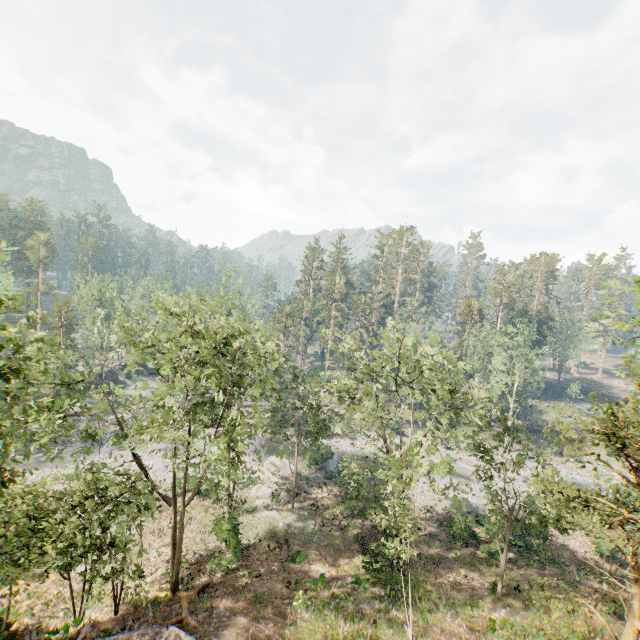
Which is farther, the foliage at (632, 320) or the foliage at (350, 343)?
the foliage at (350, 343)

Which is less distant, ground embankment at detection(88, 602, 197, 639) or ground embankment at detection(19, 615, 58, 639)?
ground embankment at detection(88, 602, 197, 639)

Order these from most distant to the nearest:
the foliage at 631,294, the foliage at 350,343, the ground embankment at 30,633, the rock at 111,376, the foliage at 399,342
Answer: the rock at 111,376, the foliage at 350,343, the ground embankment at 30,633, the foliage at 631,294, the foliage at 399,342

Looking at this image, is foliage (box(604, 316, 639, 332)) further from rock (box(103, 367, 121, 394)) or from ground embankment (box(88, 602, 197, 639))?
rock (box(103, 367, 121, 394))

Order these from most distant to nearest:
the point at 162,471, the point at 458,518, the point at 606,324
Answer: the point at 162,471 < the point at 458,518 < the point at 606,324

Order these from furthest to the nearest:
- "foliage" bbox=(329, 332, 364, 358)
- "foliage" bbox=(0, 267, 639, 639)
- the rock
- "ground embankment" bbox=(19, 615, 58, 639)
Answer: the rock → "foliage" bbox=(329, 332, 364, 358) → "ground embankment" bbox=(19, 615, 58, 639) → "foliage" bbox=(0, 267, 639, 639)
